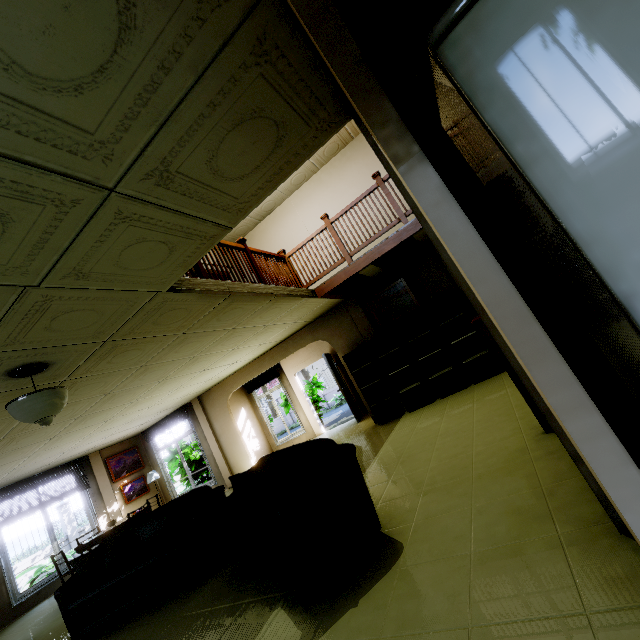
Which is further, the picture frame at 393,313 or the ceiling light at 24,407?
the picture frame at 393,313

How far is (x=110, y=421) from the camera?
7.03m

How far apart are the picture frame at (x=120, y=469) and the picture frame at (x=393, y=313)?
9.2m

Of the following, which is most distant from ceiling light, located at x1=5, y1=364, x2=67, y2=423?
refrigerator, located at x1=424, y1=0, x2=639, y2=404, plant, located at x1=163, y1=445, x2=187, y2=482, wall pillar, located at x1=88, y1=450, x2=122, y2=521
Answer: plant, located at x1=163, y1=445, x2=187, y2=482

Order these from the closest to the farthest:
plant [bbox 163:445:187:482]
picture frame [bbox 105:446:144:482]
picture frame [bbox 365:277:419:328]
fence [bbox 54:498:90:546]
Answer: picture frame [bbox 365:277:419:328] < picture frame [bbox 105:446:144:482] < plant [bbox 163:445:187:482] < fence [bbox 54:498:90:546]

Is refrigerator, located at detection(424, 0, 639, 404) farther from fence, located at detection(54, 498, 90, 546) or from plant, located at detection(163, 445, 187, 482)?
plant, located at detection(163, 445, 187, 482)

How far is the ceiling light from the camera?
2.9 meters

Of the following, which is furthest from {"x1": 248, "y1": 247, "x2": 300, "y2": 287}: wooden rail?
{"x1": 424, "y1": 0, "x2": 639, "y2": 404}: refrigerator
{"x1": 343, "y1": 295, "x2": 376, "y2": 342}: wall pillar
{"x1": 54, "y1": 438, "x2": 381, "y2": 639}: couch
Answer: {"x1": 424, "y1": 0, "x2": 639, "y2": 404}: refrigerator
